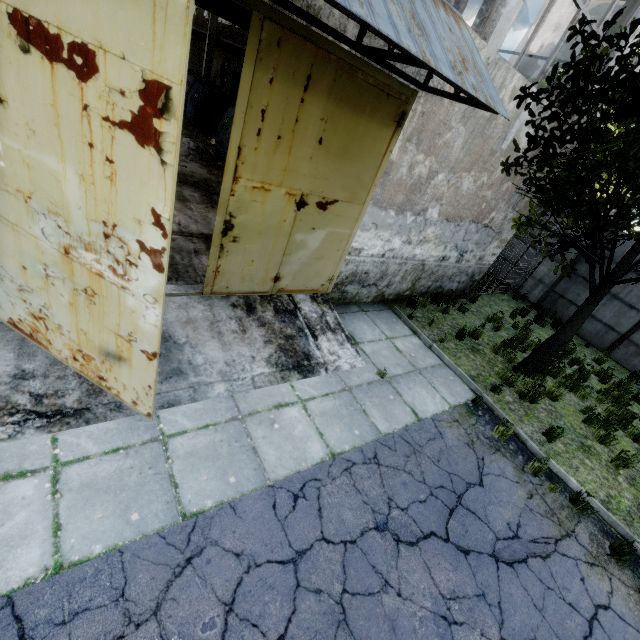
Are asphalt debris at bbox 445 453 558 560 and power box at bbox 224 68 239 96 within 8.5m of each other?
no

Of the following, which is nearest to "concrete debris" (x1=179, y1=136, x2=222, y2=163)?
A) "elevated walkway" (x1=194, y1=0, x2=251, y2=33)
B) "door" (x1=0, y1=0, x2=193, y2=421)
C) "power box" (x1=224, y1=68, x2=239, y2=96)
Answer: "elevated walkway" (x1=194, y1=0, x2=251, y2=33)

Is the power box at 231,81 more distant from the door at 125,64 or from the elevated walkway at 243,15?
the door at 125,64

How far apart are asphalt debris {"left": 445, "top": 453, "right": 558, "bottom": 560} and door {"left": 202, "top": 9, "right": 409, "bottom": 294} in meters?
4.3 m

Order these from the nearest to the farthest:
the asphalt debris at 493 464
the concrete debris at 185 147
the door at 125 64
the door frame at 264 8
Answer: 1. the door at 125 64
2. the door frame at 264 8
3. the asphalt debris at 493 464
4. the concrete debris at 185 147

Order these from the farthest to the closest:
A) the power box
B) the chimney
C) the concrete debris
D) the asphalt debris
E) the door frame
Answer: the chimney, the power box, the concrete debris, the asphalt debris, the door frame

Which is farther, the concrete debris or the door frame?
the concrete debris

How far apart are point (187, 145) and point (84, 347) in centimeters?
1083cm
